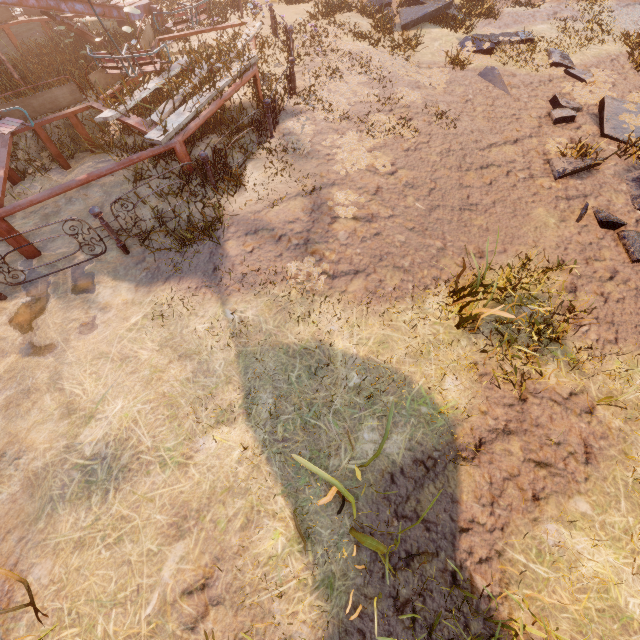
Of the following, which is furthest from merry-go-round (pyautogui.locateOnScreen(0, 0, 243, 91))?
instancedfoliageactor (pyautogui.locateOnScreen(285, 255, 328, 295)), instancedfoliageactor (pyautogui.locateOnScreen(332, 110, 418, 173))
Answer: instancedfoliageactor (pyautogui.locateOnScreen(285, 255, 328, 295))

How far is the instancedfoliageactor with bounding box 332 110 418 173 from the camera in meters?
6.4

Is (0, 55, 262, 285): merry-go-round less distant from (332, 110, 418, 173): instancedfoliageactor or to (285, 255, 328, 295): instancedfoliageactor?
(332, 110, 418, 173): instancedfoliageactor

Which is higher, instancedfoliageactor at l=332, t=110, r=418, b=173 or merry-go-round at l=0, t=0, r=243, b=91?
merry-go-round at l=0, t=0, r=243, b=91

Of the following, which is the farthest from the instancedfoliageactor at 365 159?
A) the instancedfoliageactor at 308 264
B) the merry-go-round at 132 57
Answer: the instancedfoliageactor at 308 264

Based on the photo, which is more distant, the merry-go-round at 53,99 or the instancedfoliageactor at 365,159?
the instancedfoliageactor at 365,159

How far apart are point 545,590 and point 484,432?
1.5m
